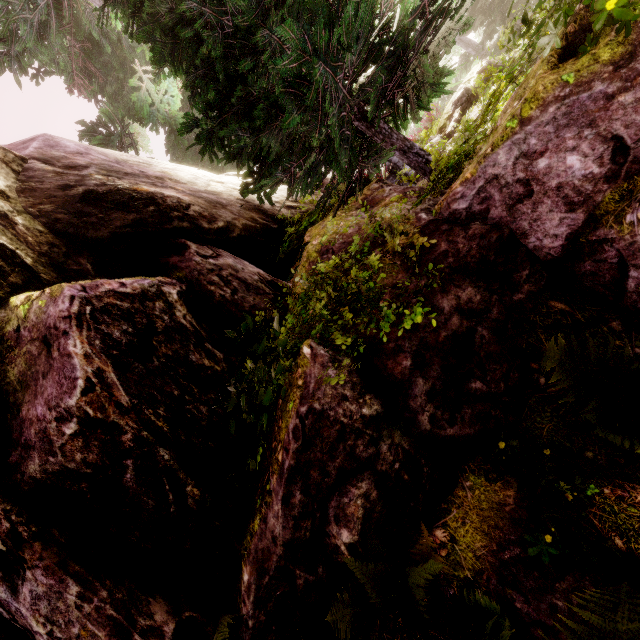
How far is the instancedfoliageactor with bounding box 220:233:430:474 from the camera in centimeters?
259cm

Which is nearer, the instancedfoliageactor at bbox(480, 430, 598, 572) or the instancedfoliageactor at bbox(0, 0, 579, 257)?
the instancedfoliageactor at bbox(480, 430, 598, 572)

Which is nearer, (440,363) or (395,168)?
(440,363)

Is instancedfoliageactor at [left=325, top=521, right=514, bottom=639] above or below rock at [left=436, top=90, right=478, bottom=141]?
below

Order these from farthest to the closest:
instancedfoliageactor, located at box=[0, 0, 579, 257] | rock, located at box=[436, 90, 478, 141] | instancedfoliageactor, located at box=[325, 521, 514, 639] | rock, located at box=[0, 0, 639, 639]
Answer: rock, located at box=[436, 90, 478, 141], instancedfoliageactor, located at box=[0, 0, 579, 257], rock, located at box=[0, 0, 639, 639], instancedfoliageactor, located at box=[325, 521, 514, 639]

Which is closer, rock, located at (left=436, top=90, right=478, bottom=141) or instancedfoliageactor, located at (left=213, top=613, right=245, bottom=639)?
instancedfoliageactor, located at (left=213, top=613, right=245, bottom=639)

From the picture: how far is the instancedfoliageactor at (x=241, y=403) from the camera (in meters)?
2.59

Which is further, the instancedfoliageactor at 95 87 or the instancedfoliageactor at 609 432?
the instancedfoliageactor at 95 87
